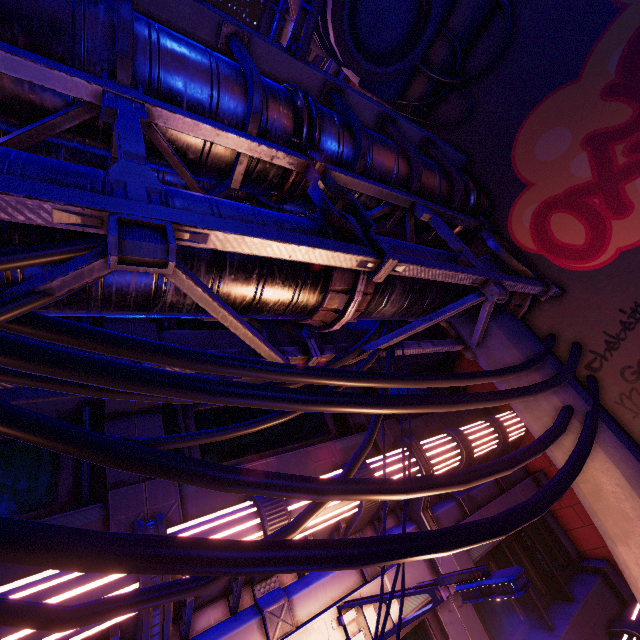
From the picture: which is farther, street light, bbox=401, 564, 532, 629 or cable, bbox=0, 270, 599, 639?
street light, bbox=401, 564, 532, 629

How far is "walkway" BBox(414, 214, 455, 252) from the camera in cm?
757

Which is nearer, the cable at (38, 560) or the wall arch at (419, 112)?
the cable at (38, 560)

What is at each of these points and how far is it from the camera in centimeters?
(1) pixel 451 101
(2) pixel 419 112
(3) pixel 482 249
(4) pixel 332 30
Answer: (1) wall arch, 949cm
(2) wall arch, 1019cm
(3) wall arch, 870cm
(4) building, 741cm

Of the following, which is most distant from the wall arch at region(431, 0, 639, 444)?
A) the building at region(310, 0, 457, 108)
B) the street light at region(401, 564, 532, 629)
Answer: the street light at region(401, 564, 532, 629)

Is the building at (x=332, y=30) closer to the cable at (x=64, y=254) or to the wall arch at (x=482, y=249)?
the wall arch at (x=482, y=249)

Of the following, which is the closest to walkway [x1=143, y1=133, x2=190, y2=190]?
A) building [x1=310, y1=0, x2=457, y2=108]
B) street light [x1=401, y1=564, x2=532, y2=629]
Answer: building [x1=310, y1=0, x2=457, y2=108]

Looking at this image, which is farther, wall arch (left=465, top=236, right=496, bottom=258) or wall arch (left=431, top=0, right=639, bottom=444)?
wall arch (left=465, top=236, right=496, bottom=258)
